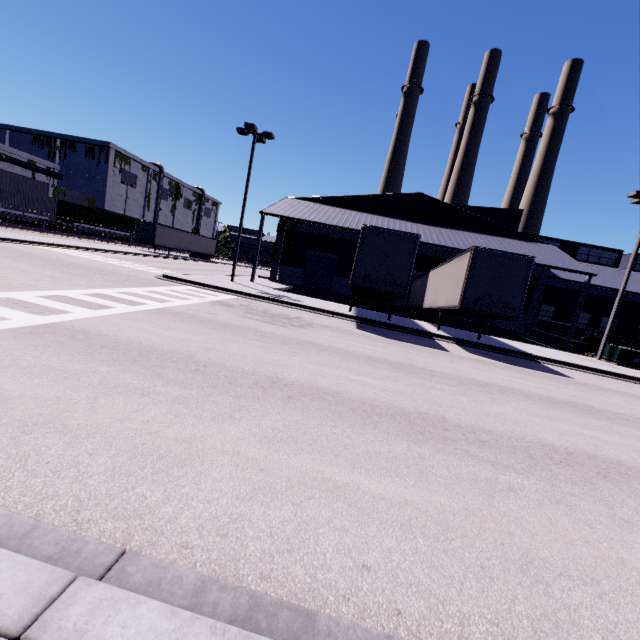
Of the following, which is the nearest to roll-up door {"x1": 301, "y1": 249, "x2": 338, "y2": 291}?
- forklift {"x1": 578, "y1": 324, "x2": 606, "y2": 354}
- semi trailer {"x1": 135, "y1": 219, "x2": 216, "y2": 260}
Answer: semi trailer {"x1": 135, "y1": 219, "x2": 216, "y2": 260}

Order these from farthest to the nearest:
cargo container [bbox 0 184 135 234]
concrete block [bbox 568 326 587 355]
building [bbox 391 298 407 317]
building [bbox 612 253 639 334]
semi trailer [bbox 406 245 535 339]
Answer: cargo container [bbox 0 184 135 234]
building [bbox 391 298 407 317]
building [bbox 612 253 639 334]
concrete block [bbox 568 326 587 355]
semi trailer [bbox 406 245 535 339]

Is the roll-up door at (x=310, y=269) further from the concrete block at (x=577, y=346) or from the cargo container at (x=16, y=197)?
the concrete block at (x=577, y=346)

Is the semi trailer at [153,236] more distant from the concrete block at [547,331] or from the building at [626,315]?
the concrete block at [547,331]

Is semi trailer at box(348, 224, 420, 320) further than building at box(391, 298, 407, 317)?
No

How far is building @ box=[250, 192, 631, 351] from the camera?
24.6 meters

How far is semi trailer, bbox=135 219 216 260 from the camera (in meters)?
39.78

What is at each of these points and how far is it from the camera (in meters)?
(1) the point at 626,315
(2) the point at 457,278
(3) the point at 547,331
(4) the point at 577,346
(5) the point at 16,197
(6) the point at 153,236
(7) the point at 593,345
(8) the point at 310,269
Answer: (1) building, 32.78
(2) semi trailer, 15.45
(3) concrete block, 25.84
(4) concrete block, 22.50
(5) cargo container, 34.53
(6) semi trailer, 39.72
(7) forklift, 23.69
(8) roll-up door, 30.86
